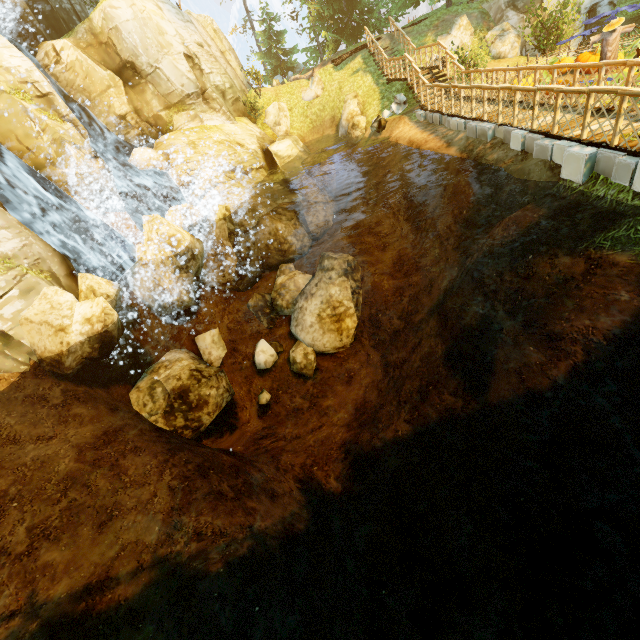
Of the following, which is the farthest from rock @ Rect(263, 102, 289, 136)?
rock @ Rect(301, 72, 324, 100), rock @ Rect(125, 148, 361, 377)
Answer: rock @ Rect(125, 148, 361, 377)

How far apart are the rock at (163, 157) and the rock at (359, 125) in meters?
9.9

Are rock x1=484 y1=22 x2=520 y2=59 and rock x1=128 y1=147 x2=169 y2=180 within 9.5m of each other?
no

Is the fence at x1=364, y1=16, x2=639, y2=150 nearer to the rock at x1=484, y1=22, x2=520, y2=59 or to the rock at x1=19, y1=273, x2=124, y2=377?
the rock at x1=484, y1=22, x2=520, y2=59

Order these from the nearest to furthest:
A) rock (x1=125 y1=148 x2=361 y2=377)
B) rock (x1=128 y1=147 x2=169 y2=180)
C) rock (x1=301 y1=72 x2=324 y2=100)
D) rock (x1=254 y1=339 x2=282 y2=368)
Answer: rock (x1=125 y1=148 x2=361 y2=377)
rock (x1=254 y1=339 x2=282 y2=368)
rock (x1=128 y1=147 x2=169 y2=180)
rock (x1=301 y1=72 x2=324 y2=100)

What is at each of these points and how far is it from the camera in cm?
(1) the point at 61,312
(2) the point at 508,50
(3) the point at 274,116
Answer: (1) rock, 930
(2) rock, 1720
(3) rock, 2231

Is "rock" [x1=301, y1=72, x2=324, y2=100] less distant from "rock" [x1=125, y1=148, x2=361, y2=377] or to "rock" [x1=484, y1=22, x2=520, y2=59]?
"rock" [x1=125, y1=148, x2=361, y2=377]

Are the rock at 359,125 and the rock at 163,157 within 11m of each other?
yes
